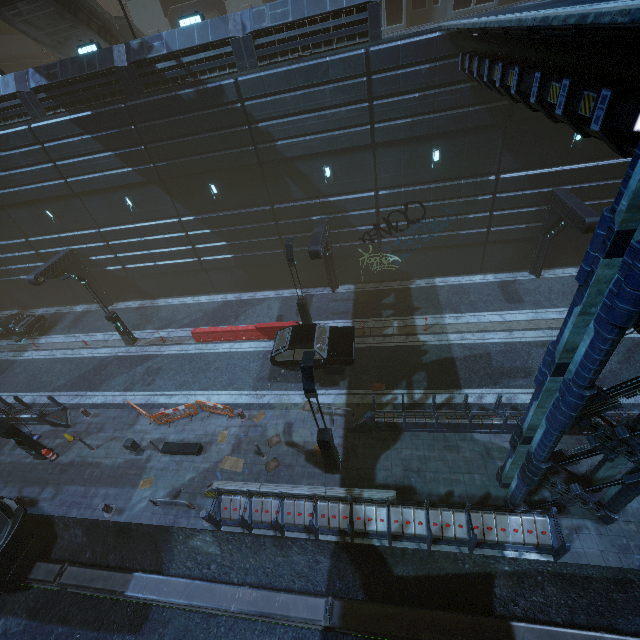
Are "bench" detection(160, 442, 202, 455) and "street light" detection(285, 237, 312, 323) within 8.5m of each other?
yes

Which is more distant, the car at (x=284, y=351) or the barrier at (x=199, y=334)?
the barrier at (x=199, y=334)

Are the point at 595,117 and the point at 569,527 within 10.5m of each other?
no

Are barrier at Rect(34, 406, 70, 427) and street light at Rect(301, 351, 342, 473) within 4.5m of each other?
no

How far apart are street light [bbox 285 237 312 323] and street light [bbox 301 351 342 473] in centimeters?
692cm

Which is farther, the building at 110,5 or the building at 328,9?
the building at 110,5

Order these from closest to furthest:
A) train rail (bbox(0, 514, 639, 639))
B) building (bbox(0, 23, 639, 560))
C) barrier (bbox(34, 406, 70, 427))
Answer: building (bbox(0, 23, 639, 560)), train rail (bbox(0, 514, 639, 639)), barrier (bbox(34, 406, 70, 427))

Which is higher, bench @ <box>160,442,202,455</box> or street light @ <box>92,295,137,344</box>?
street light @ <box>92,295,137,344</box>
